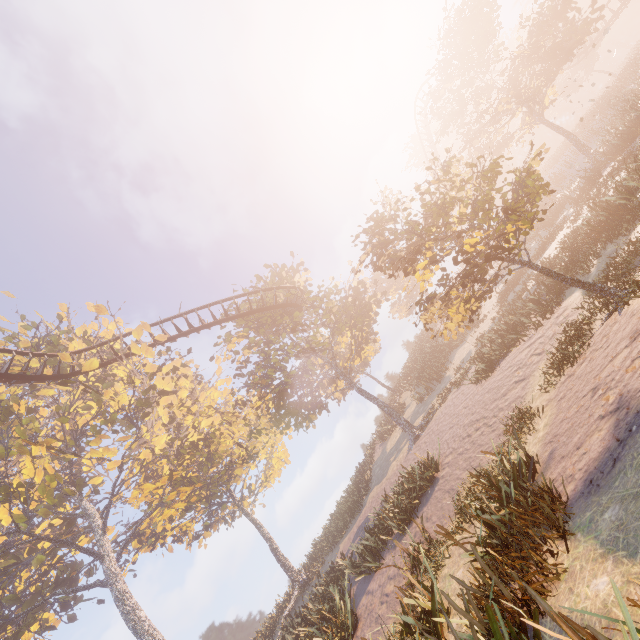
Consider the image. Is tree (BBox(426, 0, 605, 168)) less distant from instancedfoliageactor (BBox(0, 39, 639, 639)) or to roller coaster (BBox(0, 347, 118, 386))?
roller coaster (BBox(0, 347, 118, 386))

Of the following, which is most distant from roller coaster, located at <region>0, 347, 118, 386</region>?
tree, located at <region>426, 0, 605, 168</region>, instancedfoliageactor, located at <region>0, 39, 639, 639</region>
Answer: instancedfoliageactor, located at <region>0, 39, 639, 639</region>

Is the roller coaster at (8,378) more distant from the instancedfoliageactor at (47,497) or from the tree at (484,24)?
the instancedfoliageactor at (47,497)

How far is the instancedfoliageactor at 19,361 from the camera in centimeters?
1850cm

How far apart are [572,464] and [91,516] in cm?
2953

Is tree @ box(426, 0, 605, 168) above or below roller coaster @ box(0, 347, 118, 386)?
below

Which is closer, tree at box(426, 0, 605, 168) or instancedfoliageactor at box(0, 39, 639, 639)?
instancedfoliageactor at box(0, 39, 639, 639)
